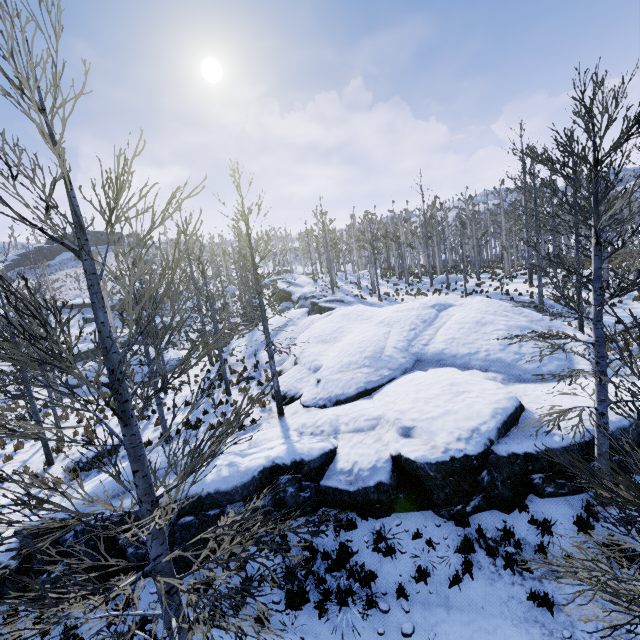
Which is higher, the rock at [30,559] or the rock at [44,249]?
the rock at [44,249]

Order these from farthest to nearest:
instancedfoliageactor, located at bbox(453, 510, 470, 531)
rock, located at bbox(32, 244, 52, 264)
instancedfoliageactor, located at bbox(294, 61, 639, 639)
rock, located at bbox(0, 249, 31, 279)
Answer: rock, located at bbox(32, 244, 52, 264) < rock, located at bbox(0, 249, 31, 279) < instancedfoliageactor, located at bbox(453, 510, 470, 531) < instancedfoliageactor, located at bbox(294, 61, 639, 639)

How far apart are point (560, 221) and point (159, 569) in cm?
1840

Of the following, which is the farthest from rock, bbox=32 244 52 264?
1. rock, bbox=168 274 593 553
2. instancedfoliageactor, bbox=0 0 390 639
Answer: rock, bbox=168 274 593 553

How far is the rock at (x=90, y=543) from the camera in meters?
7.9

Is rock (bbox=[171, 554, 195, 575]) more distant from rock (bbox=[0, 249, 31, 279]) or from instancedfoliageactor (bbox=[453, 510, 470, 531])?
rock (bbox=[0, 249, 31, 279])
